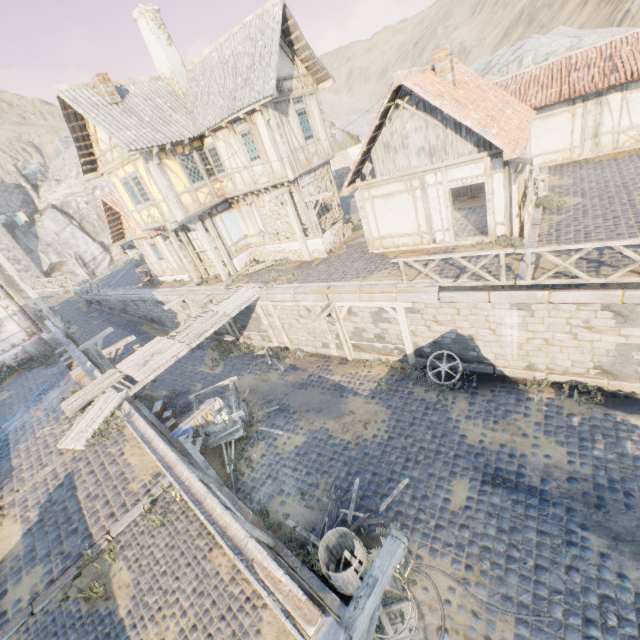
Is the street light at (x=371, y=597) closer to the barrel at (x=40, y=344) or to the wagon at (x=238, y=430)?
the wagon at (x=238, y=430)

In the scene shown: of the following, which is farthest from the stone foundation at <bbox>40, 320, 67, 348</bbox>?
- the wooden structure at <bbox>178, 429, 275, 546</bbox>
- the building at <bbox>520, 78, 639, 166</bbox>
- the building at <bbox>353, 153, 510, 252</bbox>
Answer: the building at <bbox>520, 78, 639, 166</bbox>

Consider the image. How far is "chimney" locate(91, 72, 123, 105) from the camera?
13.14m

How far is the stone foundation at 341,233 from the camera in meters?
16.1

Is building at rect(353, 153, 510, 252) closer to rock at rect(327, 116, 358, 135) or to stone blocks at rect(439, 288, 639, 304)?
stone blocks at rect(439, 288, 639, 304)

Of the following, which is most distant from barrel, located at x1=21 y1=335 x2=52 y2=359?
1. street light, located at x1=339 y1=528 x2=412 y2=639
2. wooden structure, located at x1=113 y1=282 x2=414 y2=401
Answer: street light, located at x1=339 y1=528 x2=412 y2=639

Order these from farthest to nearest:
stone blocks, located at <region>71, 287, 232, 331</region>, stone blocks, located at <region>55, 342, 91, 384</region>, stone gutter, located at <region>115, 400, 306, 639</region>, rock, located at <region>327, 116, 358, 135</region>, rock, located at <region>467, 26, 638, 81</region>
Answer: rock, located at <region>327, 116, 358, 135</region> → rock, located at <region>467, 26, 638, 81</region> → stone blocks, located at <region>71, 287, 232, 331</region> → stone blocks, located at <region>55, 342, 91, 384</region> → stone gutter, located at <region>115, 400, 306, 639</region>

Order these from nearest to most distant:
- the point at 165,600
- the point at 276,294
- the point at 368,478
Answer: the point at 165,600 → the point at 368,478 → the point at 276,294
